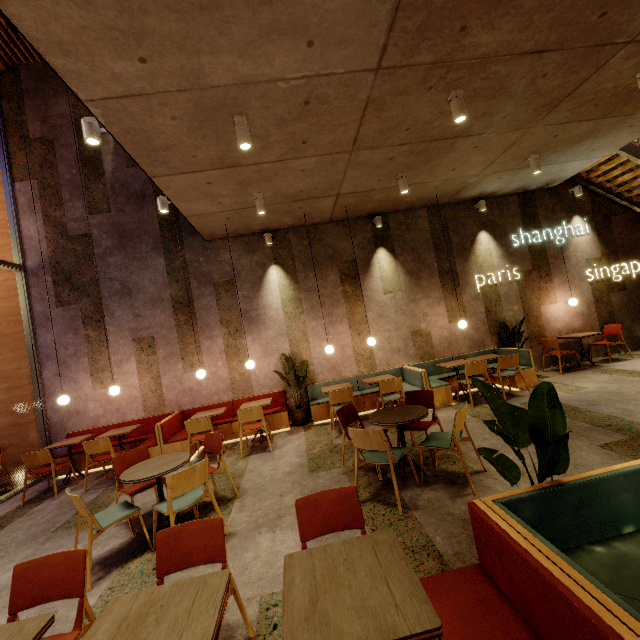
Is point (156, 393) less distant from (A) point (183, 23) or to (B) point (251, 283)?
(B) point (251, 283)

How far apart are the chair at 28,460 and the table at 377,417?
5.5m

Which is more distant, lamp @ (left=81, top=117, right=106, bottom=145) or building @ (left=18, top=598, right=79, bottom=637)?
lamp @ (left=81, top=117, right=106, bottom=145)

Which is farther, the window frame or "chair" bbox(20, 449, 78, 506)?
the window frame

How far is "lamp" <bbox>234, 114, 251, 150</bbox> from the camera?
3.7m

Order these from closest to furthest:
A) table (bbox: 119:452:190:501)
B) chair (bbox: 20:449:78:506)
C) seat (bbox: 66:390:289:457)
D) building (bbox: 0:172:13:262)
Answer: table (bbox: 119:452:190:501), chair (bbox: 20:449:78:506), seat (bbox: 66:390:289:457), building (bbox: 0:172:13:262)

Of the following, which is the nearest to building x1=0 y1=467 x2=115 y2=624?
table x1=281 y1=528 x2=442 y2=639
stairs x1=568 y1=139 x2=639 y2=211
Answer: stairs x1=568 y1=139 x2=639 y2=211

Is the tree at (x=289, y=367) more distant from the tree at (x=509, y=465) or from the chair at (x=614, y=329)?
the chair at (x=614, y=329)
